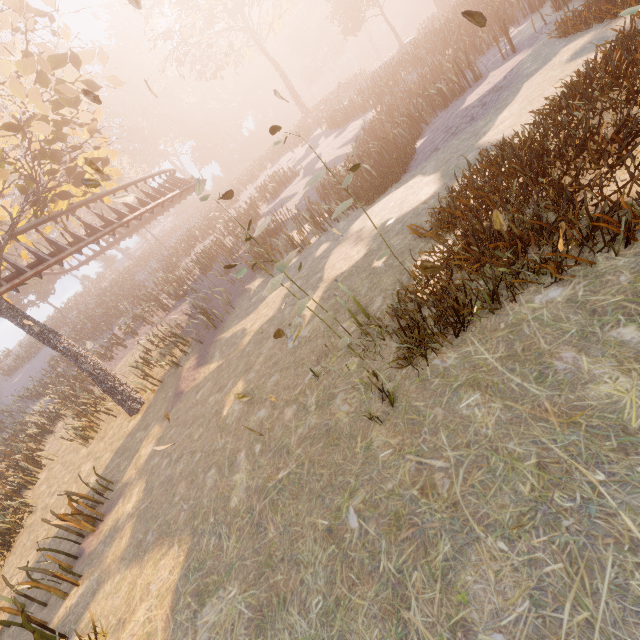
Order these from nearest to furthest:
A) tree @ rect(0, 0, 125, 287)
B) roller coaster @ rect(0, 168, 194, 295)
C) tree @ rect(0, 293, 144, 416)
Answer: tree @ rect(0, 0, 125, 287)
tree @ rect(0, 293, 144, 416)
roller coaster @ rect(0, 168, 194, 295)

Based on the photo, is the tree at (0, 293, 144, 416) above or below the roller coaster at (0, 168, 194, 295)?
below

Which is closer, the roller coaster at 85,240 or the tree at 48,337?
the tree at 48,337

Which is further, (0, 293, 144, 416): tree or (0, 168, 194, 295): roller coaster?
(0, 168, 194, 295): roller coaster

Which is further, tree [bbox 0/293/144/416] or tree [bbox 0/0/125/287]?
tree [bbox 0/293/144/416]

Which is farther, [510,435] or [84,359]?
[84,359]

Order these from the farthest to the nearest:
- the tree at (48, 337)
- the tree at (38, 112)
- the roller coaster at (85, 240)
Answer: the roller coaster at (85, 240) < the tree at (48, 337) < the tree at (38, 112)
